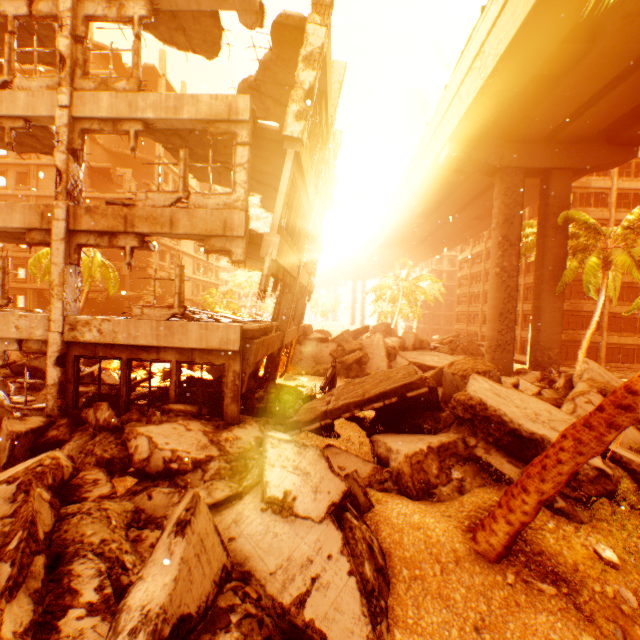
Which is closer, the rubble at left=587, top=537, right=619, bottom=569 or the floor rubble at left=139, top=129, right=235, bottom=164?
the rubble at left=587, top=537, right=619, bottom=569

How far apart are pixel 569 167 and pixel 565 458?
23.3m

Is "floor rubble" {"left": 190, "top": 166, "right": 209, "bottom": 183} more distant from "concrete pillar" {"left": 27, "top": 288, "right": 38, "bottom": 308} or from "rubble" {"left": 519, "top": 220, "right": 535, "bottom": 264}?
"concrete pillar" {"left": 27, "top": 288, "right": 38, "bottom": 308}

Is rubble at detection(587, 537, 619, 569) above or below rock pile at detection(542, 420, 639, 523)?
below

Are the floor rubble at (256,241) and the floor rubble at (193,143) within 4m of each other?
yes

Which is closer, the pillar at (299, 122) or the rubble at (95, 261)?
the pillar at (299, 122)

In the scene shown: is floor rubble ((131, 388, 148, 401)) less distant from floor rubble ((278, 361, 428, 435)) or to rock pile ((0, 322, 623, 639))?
rock pile ((0, 322, 623, 639))

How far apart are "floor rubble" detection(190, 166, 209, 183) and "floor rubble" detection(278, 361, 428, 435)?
7.0m
